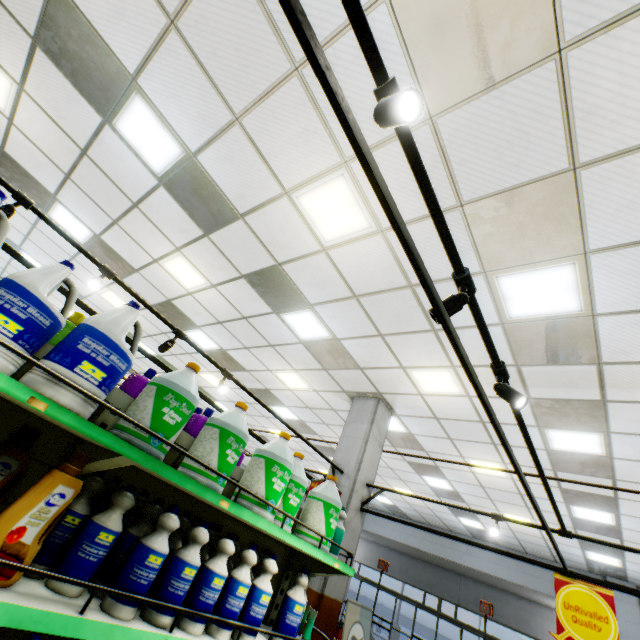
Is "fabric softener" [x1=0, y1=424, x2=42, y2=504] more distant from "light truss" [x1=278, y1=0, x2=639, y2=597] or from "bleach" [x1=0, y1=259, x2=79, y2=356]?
"light truss" [x1=278, y1=0, x2=639, y2=597]

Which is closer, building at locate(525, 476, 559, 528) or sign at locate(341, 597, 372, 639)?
sign at locate(341, 597, 372, 639)

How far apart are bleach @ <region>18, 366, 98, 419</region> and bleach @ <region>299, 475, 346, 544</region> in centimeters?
187cm

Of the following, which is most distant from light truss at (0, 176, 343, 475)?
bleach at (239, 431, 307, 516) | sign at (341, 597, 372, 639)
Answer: bleach at (239, 431, 307, 516)

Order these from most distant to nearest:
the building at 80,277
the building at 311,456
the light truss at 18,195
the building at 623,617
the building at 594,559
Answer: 1. the building at 311,456
2. the building at 623,617
3. the building at 594,559
4. the building at 80,277
5. the light truss at 18,195

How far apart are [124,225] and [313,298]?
3.6m

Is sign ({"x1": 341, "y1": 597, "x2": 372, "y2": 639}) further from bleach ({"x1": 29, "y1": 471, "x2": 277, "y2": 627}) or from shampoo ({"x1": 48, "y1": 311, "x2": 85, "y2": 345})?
shampoo ({"x1": 48, "y1": 311, "x2": 85, "y2": 345})

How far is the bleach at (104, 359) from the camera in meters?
1.4 m
